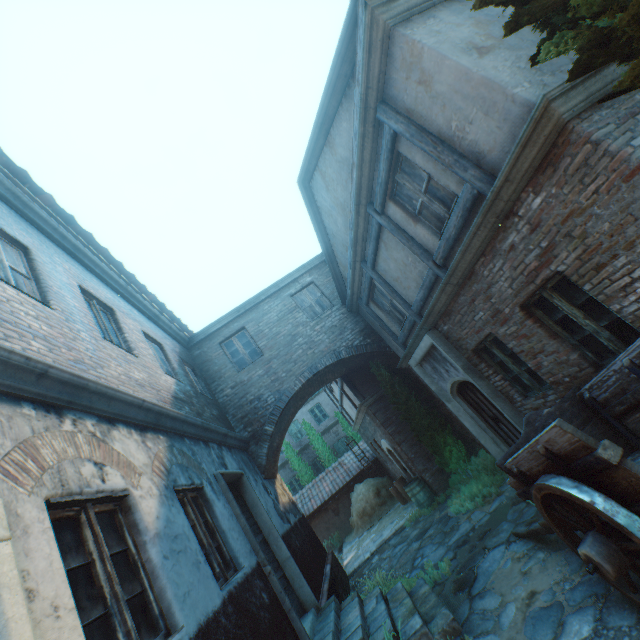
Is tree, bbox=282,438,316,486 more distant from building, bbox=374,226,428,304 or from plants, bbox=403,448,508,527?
plants, bbox=403,448,508,527

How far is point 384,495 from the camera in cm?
1514

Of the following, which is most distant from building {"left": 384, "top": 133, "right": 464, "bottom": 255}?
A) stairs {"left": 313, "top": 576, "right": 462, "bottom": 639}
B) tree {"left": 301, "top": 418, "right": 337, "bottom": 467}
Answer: tree {"left": 301, "top": 418, "right": 337, "bottom": 467}

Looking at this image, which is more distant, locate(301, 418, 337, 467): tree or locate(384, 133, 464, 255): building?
locate(301, 418, 337, 467): tree

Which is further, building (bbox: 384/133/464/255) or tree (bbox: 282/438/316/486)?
tree (bbox: 282/438/316/486)

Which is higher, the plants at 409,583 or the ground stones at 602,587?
the plants at 409,583

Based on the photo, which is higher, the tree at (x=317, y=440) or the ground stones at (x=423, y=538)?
the tree at (x=317, y=440)

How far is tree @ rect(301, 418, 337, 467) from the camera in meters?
21.2
